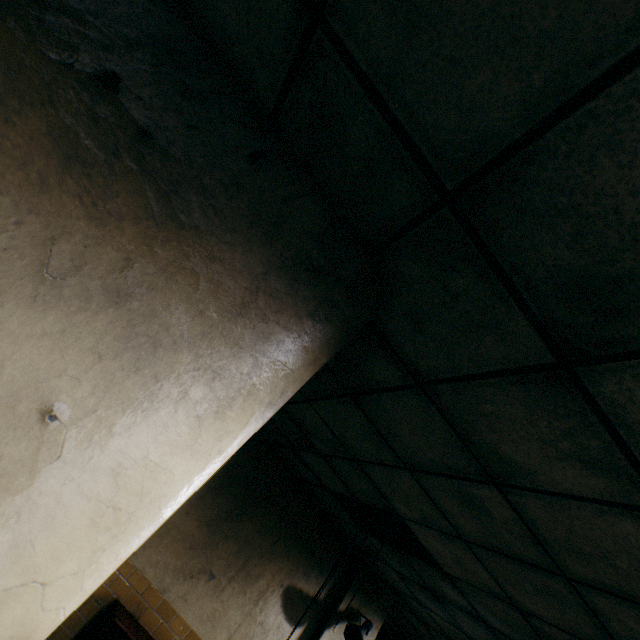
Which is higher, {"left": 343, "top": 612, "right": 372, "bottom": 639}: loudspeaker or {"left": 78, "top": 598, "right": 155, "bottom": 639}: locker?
{"left": 343, "top": 612, "right": 372, "bottom": 639}: loudspeaker

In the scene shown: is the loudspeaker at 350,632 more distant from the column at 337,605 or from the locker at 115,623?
the locker at 115,623

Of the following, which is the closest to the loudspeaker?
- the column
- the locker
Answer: the column

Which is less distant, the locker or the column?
the locker

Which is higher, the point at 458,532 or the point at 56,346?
the point at 458,532

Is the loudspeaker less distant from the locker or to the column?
the column
